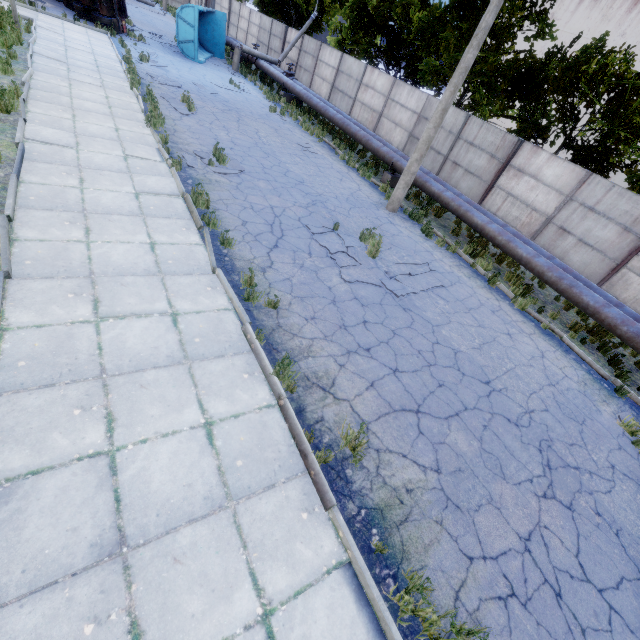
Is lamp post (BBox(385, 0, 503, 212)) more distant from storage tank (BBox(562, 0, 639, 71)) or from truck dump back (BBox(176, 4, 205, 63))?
storage tank (BBox(562, 0, 639, 71))

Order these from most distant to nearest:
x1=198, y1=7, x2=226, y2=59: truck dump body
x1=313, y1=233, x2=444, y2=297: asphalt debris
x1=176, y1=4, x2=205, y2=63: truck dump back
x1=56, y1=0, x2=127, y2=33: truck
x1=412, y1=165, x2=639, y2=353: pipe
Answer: x1=198, y1=7, x2=226, y2=59: truck dump body < x1=176, y1=4, x2=205, y2=63: truck dump back < x1=56, y1=0, x2=127, y2=33: truck < x1=412, y1=165, x2=639, y2=353: pipe < x1=313, y1=233, x2=444, y2=297: asphalt debris

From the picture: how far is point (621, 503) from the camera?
5.45m

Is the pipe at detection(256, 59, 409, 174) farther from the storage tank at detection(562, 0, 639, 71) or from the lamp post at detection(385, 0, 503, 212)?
the storage tank at detection(562, 0, 639, 71)

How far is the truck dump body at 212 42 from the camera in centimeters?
2389cm

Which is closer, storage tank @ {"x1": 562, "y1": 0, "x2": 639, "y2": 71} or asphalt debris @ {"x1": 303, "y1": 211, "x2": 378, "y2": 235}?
asphalt debris @ {"x1": 303, "y1": 211, "x2": 378, "y2": 235}

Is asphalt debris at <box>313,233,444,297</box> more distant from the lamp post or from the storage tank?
the storage tank

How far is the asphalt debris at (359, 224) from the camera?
9.1m
